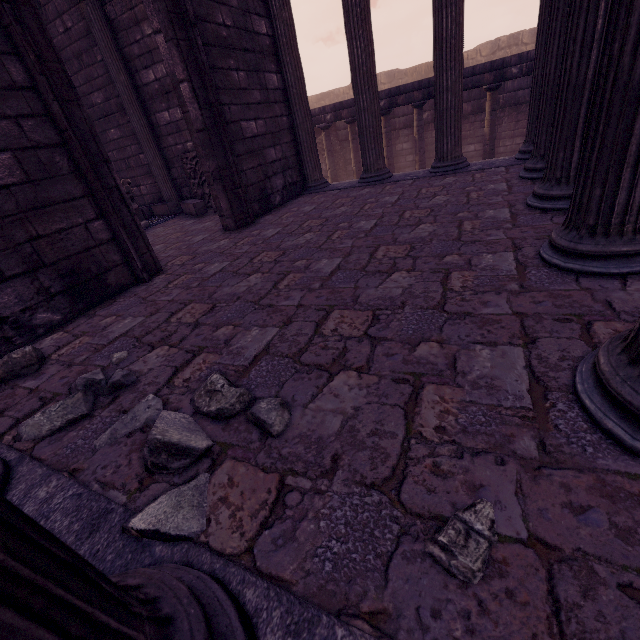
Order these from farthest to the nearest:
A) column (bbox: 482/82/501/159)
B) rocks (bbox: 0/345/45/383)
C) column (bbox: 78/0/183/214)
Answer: column (bbox: 482/82/501/159), column (bbox: 78/0/183/214), rocks (bbox: 0/345/45/383)

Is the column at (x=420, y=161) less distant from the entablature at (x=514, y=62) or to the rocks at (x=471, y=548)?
the entablature at (x=514, y=62)

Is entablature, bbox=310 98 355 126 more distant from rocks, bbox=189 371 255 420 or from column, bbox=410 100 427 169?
rocks, bbox=189 371 255 420

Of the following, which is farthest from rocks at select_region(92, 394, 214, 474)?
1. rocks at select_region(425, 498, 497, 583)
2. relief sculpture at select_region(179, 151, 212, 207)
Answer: relief sculpture at select_region(179, 151, 212, 207)

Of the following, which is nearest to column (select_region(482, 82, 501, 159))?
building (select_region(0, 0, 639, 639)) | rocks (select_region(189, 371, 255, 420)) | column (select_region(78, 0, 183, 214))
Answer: building (select_region(0, 0, 639, 639))

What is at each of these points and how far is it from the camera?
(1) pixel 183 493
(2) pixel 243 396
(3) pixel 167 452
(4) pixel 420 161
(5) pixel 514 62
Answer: (1) rocks, 1.2m
(2) rocks, 1.6m
(3) rocks, 1.4m
(4) column, 10.9m
(5) entablature, 8.6m

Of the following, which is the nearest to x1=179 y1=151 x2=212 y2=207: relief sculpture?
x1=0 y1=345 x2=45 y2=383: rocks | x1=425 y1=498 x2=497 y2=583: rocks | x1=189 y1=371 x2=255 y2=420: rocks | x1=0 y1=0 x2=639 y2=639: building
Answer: x1=0 y1=0 x2=639 y2=639: building

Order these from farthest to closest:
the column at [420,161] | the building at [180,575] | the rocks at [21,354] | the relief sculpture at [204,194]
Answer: the column at [420,161]
the relief sculpture at [204,194]
the rocks at [21,354]
the building at [180,575]
